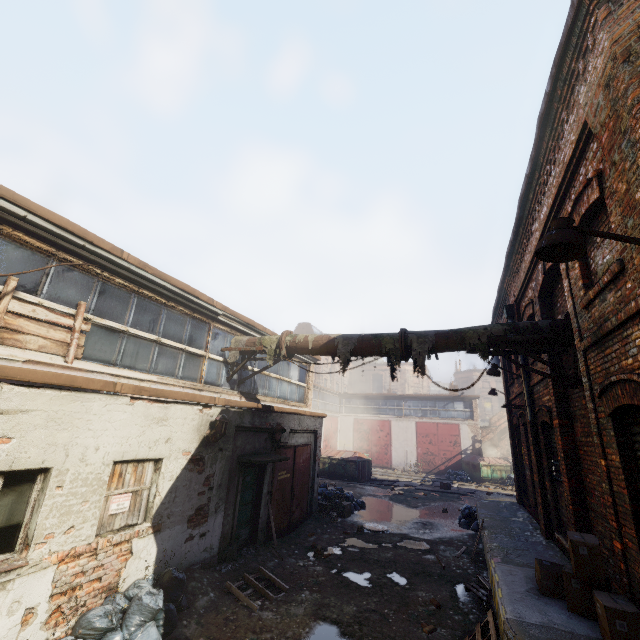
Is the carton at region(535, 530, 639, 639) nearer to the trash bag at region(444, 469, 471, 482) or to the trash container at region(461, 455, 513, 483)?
the trash bag at region(444, 469, 471, 482)

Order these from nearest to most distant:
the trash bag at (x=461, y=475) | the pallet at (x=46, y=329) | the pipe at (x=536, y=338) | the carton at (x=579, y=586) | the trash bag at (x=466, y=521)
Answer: the carton at (x=579, y=586) < the pallet at (x=46, y=329) < the pipe at (x=536, y=338) < the trash bag at (x=466, y=521) < the trash bag at (x=461, y=475)

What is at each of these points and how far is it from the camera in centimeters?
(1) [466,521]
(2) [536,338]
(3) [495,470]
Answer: (1) trash bag, 1248cm
(2) pipe, 597cm
(3) trash container, 2464cm

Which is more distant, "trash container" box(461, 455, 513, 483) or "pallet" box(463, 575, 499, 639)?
"trash container" box(461, 455, 513, 483)

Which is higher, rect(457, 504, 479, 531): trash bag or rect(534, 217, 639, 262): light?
rect(534, 217, 639, 262): light

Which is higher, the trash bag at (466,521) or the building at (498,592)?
the building at (498,592)

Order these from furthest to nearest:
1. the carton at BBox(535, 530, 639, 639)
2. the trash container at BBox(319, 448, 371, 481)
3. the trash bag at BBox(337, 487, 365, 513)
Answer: the trash container at BBox(319, 448, 371, 481) → the trash bag at BBox(337, 487, 365, 513) → the carton at BBox(535, 530, 639, 639)
